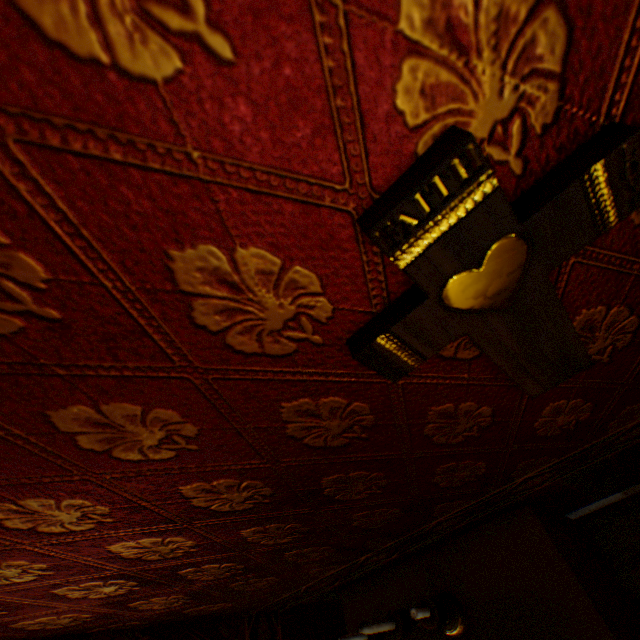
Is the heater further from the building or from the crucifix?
the crucifix

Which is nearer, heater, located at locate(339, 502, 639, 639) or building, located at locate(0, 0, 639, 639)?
building, located at locate(0, 0, 639, 639)

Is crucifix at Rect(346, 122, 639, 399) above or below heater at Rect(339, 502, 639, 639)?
above

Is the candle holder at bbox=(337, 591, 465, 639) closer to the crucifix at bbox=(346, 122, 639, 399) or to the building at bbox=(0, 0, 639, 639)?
the building at bbox=(0, 0, 639, 639)

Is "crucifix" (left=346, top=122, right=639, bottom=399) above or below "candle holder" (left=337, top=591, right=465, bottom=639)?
above

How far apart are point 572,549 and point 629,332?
1.40m

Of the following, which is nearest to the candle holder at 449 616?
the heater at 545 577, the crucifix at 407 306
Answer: the heater at 545 577

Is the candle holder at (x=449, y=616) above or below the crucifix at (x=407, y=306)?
below
